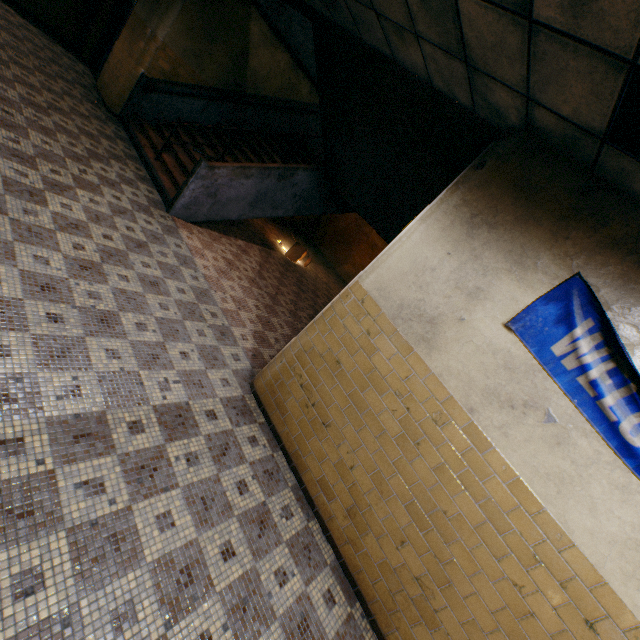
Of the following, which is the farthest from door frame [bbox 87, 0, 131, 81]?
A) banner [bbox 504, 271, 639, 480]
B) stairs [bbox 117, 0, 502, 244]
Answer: banner [bbox 504, 271, 639, 480]

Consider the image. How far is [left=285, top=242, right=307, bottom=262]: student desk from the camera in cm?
956

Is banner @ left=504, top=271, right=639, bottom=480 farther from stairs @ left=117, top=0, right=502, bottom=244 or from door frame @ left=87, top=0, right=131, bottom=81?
door frame @ left=87, top=0, right=131, bottom=81

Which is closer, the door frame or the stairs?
the stairs

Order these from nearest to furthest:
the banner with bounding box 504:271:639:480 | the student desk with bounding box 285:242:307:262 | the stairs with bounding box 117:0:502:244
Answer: the banner with bounding box 504:271:639:480 < the stairs with bounding box 117:0:502:244 < the student desk with bounding box 285:242:307:262

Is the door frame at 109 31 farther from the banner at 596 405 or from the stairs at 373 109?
the banner at 596 405

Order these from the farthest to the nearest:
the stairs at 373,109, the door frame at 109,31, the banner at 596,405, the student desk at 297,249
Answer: the student desk at 297,249 → the door frame at 109,31 → the stairs at 373,109 → the banner at 596,405

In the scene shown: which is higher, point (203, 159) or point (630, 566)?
point (630, 566)
